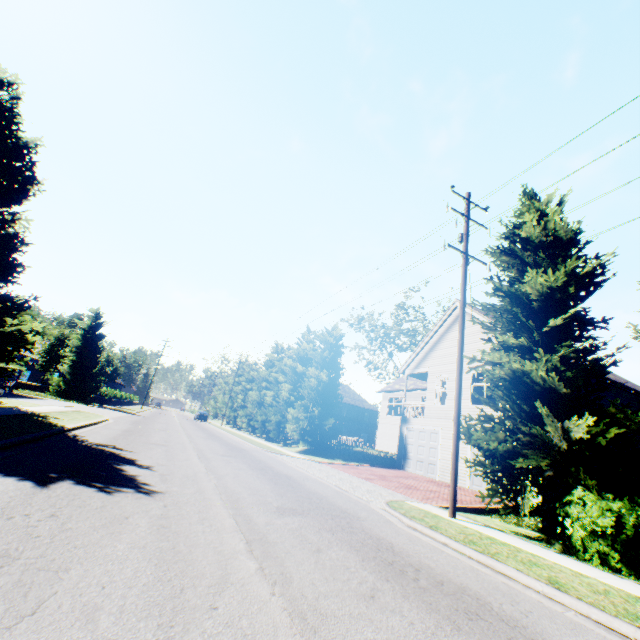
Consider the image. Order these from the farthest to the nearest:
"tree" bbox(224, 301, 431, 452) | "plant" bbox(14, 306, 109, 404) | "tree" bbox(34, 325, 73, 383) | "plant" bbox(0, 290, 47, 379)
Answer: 1. "tree" bbox(34, 325, 73, 383)
2. "plant" bbox(14, 306, 109, 404)
3. "tree" bbox(224, 301, 431, 452)
4. "plant" bbox(0, 290, 47, 379)

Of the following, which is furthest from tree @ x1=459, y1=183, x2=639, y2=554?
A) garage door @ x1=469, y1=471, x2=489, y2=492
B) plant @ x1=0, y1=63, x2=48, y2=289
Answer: garage door @ x1=469, y1=471, x2=489, y2=492

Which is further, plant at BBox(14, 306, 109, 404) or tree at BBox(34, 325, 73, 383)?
tree at BBox(34, 325, 73, 383)

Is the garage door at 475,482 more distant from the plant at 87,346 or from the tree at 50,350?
the plant at 87,346

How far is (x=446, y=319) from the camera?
22.3m

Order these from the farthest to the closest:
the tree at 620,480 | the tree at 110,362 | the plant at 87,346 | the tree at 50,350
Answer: the tree at 110,362
the tree at 50,350
the plant at 87,346
the tree at 620,480

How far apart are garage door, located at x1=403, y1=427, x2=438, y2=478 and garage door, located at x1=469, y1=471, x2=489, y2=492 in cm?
215

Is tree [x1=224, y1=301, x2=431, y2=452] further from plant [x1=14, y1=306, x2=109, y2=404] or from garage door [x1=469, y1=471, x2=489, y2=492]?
garage door [x1=469, y1=471, x2=489, y2=492]
